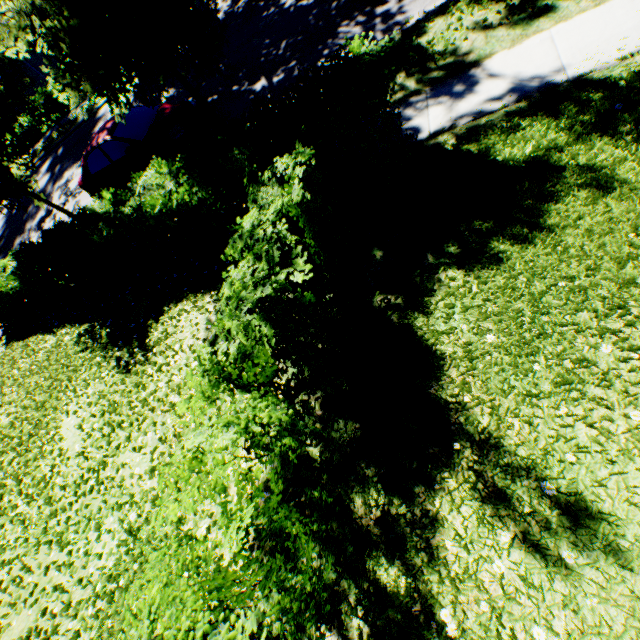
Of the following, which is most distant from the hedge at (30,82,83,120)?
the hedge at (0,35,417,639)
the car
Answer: the hedge at (0,35,417,639)

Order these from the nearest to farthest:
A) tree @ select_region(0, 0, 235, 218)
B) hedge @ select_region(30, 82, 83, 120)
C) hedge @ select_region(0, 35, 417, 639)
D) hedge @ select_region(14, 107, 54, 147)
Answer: hedge @ select_region(0, 35, 417, 639)
tree @ select_region(0, 0, 235, 218)
hedge @ select_region(30, 82, 83, 120)
hedge @ select_region(14, 107, 54, 147)

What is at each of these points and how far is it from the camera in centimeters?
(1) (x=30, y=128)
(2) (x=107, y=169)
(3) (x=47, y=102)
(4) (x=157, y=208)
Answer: (1) hedge, 2331cm
(2) car, 961cm
(3) hedge, 2120cm
(4) hedge, 568cm

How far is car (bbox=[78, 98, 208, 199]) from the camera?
8.7m

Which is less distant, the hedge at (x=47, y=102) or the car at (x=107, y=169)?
the car at (x=107, y=169)

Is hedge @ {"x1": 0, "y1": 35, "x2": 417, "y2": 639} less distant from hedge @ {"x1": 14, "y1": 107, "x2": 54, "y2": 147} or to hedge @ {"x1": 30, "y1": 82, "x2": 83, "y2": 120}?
hedge @ {"x1": 30, "y1": 82, "x2": 83, "y2": 120}

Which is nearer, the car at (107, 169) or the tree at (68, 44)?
the tree at (68, 44)
